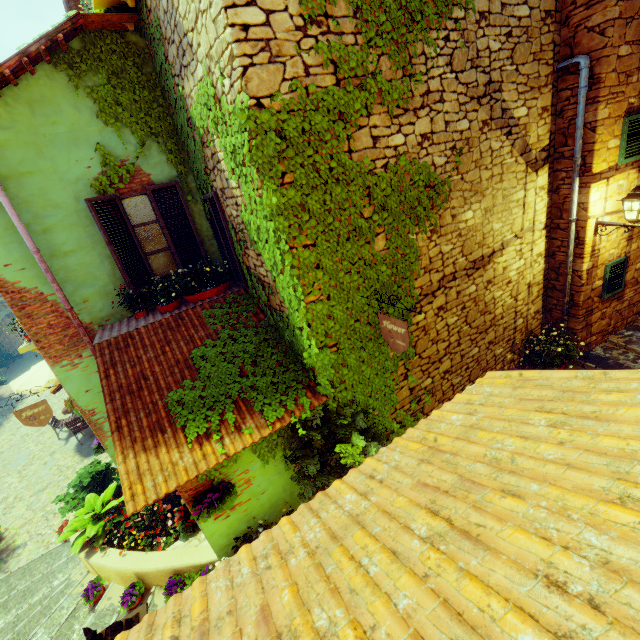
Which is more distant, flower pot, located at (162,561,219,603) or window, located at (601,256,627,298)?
window, located at (601,256,627,298)

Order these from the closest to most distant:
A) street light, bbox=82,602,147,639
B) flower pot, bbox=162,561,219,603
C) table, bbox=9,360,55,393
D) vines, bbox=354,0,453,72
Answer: street light, bbox=82,602,147,639, vines, bbox=354,0,453,72, flower pot, bbox=162,561,219,603, table, bbox=9,360,55,393

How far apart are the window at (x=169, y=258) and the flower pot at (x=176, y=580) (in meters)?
4.37

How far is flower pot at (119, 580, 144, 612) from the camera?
5.1 meters

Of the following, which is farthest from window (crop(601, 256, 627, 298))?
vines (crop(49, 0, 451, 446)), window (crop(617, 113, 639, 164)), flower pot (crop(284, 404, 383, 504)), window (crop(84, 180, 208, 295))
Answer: window (crop(84, 180, 208, 295))

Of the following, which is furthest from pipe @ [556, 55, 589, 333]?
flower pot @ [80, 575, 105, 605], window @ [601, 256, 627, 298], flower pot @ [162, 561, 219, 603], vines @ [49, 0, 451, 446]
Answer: flower pot @ [80, 575, 105, 605]

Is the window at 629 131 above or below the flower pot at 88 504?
above

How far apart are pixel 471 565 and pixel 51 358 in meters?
7.0
